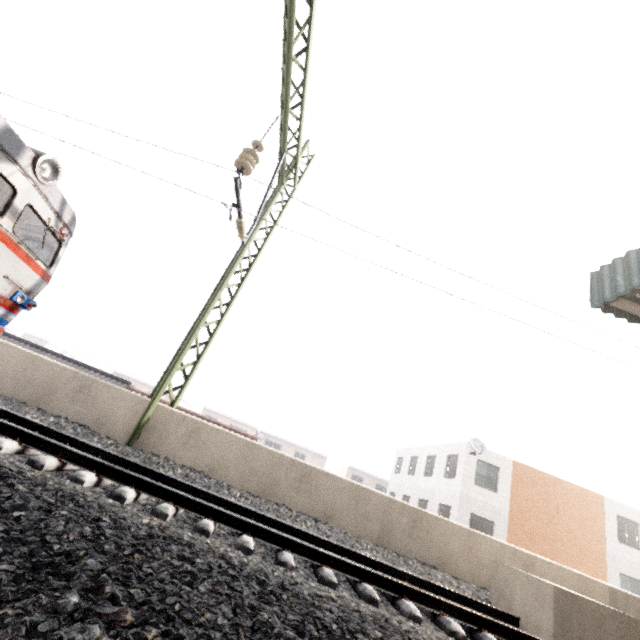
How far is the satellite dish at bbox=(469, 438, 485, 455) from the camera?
18.9 meters

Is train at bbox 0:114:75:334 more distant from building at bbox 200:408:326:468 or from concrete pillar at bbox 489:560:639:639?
building at bbox 200:408:326:468

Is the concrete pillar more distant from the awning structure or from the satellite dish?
the satellite dish

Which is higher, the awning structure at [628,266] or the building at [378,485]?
the awning structure at [628,266]

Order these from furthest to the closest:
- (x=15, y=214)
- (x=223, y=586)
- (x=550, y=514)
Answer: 1. (x=550, y=514)
2. (x=15, y=214)
3. (x=223, y=586)

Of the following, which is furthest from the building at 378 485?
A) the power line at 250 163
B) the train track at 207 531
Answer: the train track at 207 531

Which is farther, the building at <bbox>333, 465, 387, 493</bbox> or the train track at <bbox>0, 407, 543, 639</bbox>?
the building at <bbox>333, 465, 387, 493</bbox>

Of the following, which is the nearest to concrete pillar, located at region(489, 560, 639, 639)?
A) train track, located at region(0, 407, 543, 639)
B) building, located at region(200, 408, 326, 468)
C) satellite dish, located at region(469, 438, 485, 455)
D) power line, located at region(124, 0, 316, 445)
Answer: train track, located at region(0, 407, 543, 639)
